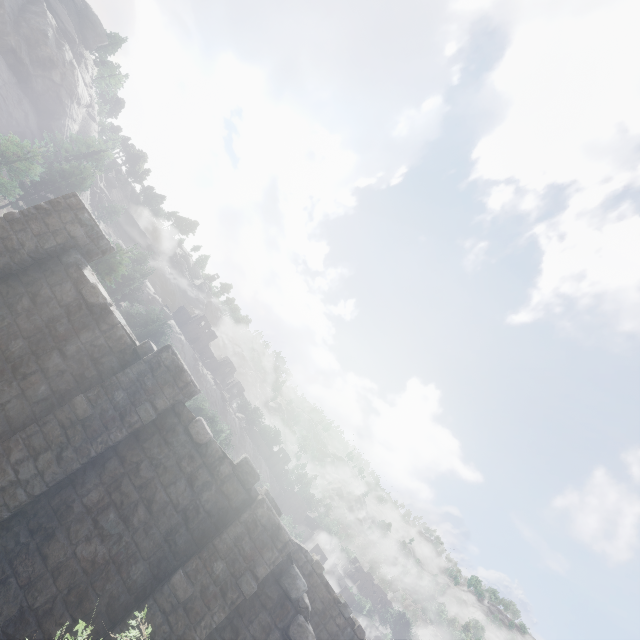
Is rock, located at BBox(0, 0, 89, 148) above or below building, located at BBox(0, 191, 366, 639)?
above

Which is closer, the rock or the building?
the building

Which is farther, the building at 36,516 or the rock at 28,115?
the rock at 28,115

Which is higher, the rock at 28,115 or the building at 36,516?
the rock at 28,115

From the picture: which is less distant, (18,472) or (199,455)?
(18,472)
